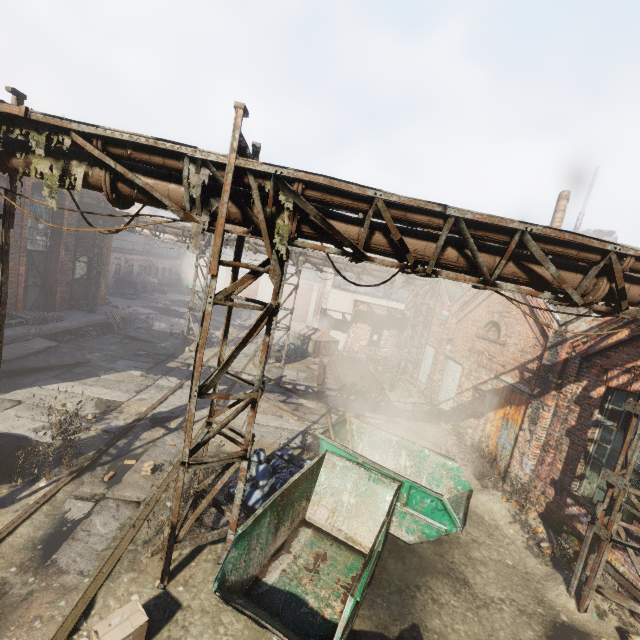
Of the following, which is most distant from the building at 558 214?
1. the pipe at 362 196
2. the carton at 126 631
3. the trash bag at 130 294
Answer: the trash bag at 130 294

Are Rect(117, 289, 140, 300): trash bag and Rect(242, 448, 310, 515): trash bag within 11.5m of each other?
no

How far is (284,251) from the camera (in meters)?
4.75

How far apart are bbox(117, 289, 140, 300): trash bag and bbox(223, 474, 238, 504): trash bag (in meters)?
25.46

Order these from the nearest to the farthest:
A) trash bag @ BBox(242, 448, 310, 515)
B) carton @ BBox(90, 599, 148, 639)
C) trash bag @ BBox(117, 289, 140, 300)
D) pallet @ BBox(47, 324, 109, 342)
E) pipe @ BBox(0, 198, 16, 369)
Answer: carton @ BBox(90, 599, 148, 639), pipe @ BBox(0, 198, 16, 369), trash bag @ BBox(242, 448, 310, 515), pallet @ BBox(47, 324, 109, 342), trash bag @ BBox(117, 289, 140, 300)

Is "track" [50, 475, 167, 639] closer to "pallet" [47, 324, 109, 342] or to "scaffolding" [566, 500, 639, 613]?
"pallet" [47, 324, 109, 342]

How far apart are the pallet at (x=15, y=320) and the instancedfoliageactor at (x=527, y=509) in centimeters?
1789cm

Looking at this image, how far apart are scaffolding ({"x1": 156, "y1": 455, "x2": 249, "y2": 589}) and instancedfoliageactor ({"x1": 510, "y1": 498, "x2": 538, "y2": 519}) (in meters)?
7.09
